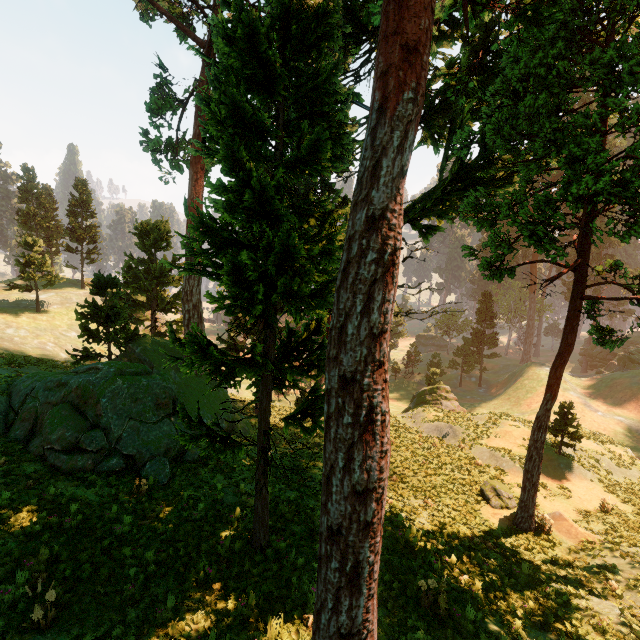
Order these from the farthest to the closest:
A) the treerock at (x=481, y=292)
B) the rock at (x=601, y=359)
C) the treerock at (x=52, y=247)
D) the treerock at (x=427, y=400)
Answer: the treerock at (x=481, y=292)
the rock at (x=601, y=359)
the treerock at (x=52, y=247)
the treerock at (x=427, y=400)

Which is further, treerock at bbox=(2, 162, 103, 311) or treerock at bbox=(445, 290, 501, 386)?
treerock at bbox=(445, 290, 501, 386)

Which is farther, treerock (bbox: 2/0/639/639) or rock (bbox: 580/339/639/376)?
rock (bbox: 580/339/639/376)

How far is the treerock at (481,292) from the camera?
52.5m

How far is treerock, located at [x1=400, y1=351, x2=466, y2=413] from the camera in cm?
3481

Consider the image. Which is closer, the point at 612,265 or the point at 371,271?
the point at 371,271
